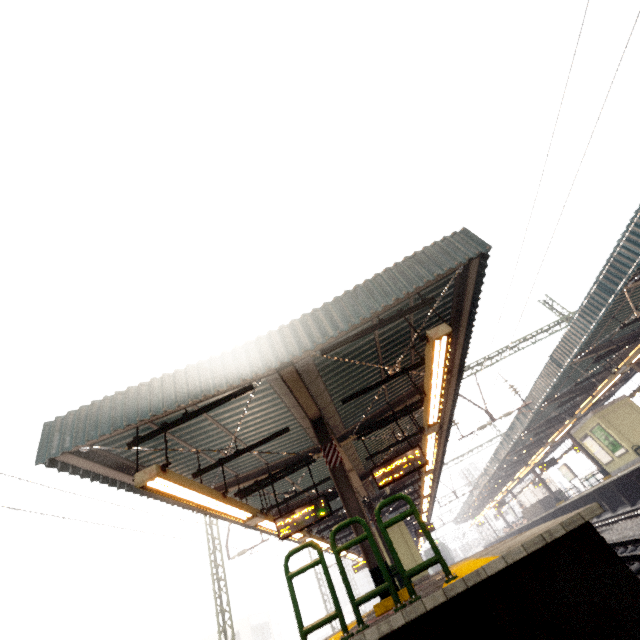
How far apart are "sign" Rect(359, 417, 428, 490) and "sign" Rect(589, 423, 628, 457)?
16.5m

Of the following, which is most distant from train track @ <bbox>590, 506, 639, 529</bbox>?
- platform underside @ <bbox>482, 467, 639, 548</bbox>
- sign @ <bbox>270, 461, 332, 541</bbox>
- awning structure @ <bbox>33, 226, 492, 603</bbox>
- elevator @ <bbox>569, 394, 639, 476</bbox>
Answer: sign @ <bbox>270, 461, 332, 541</bbox>

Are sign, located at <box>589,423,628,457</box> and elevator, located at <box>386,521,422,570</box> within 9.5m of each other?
no

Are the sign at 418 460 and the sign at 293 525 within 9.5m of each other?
yes

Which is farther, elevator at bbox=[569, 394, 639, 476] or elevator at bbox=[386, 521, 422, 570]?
elevator at bbox=[569, 394, 639, 476]

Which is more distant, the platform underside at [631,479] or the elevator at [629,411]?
the elevator at [629,411]

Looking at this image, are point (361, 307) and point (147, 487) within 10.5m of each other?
yes

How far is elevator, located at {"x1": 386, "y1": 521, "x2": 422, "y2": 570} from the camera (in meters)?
16.41
